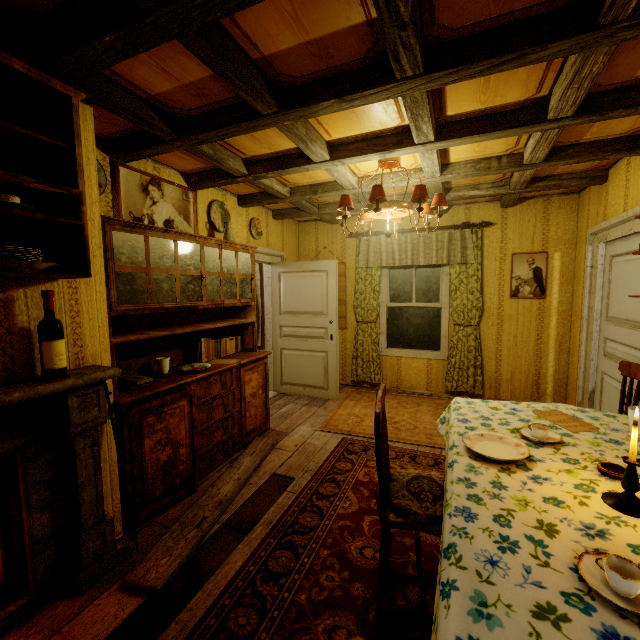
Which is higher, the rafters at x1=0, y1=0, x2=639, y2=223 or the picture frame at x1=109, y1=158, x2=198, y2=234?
the rafters at x1=0, y1=0, x2=639, y2=223

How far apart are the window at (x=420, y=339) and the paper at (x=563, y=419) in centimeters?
298cm

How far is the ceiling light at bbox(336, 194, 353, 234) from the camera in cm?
285

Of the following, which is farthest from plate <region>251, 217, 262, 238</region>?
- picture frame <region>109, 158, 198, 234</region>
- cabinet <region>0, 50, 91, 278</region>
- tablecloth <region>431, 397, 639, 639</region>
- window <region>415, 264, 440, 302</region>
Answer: tablecloth <region>431, 397, 639, 639</region>

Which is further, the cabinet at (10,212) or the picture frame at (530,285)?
the picture frame at (530,285)

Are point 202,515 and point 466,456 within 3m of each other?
yes

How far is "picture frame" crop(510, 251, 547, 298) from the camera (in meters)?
4.36

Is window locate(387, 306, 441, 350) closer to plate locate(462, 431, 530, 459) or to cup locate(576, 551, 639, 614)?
plate locate(462, 431, 530, 459)
